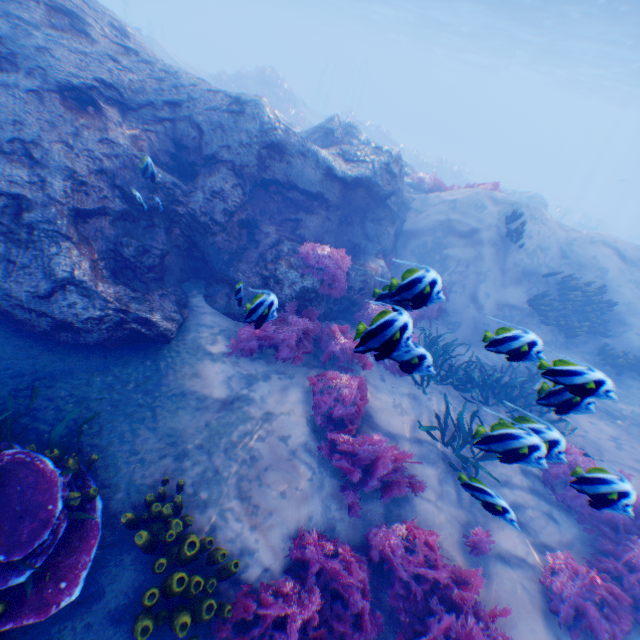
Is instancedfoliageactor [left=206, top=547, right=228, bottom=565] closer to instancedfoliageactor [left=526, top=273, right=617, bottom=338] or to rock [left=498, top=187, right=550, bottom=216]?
instancedfoliageactor [left=526, top=273, right=617, bottom=338]

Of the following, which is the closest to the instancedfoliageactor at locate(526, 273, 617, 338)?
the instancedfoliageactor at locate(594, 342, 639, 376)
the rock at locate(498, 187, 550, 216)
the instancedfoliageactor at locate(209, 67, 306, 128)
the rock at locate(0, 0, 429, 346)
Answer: the instancedfoliageactor at locate(594, 342, 639, 376)

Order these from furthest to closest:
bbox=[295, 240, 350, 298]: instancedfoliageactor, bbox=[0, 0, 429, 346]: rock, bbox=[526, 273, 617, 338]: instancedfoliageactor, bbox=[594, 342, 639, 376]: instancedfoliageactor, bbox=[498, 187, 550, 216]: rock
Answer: bbox=[498, 187, 550, 216]: rock, bbox=[526, 273, 617, 338]: instancedfoliageactor, bbox=[594, 342, 639, 376]: instancedfoliageactor, bbox=[295, 240, 350, 298]: instancedfoliageactor, bbox=[0, 0, 429, 346]: rock

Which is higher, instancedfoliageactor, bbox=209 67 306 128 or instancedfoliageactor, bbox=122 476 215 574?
instancedfoliageactor, bbox=209 67 306 128

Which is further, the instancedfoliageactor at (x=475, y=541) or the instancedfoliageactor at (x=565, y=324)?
the instancedfoliageactor at (x=565, y=324)

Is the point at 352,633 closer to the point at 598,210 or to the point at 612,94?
the point at 598,210

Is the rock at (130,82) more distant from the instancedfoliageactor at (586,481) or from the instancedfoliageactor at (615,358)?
the instancedfoliageactor at (615,358)

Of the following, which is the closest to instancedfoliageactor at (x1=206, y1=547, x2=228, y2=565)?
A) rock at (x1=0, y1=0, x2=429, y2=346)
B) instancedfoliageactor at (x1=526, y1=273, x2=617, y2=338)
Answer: rock at (x1=0, y1=0, x2=429, y2=346)
